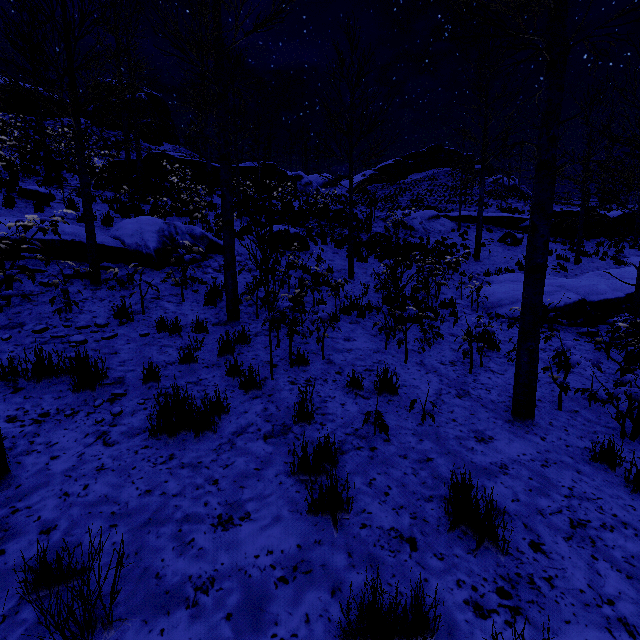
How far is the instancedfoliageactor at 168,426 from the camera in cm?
320

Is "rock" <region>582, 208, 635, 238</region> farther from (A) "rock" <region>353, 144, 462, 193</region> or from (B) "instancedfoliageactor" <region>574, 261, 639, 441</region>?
(B) "instancedfoliageactor" <region>574, 261, 639, 441</region>

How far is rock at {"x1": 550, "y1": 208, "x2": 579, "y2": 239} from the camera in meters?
22.0

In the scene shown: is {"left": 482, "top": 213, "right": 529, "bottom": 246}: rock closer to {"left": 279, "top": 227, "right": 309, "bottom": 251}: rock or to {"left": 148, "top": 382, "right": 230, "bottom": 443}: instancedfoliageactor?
{"left": 279, "top": 227, "right": 309, "bottom": 251}: rock

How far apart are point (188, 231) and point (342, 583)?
9.61m

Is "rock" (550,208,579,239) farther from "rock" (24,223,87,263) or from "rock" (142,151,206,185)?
"rock" (24,223,87,263)

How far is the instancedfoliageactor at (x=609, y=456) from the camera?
3.5 meters

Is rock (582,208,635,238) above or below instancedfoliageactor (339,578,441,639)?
above
